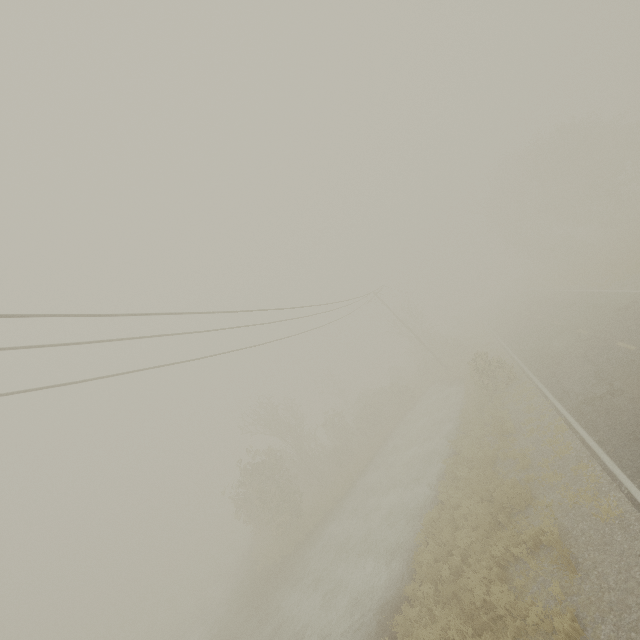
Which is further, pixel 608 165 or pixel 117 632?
pixel 117 632
